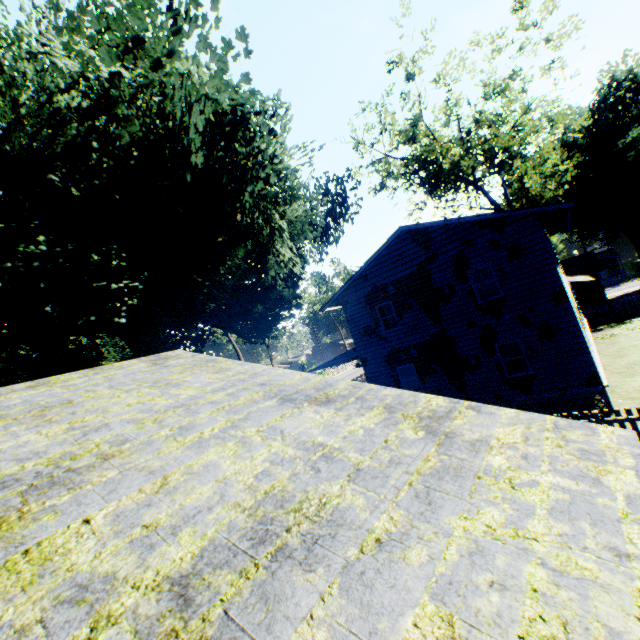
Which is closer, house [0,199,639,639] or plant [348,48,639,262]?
house [0,199,639,639]

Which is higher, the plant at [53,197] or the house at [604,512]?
the plant at [53,197]

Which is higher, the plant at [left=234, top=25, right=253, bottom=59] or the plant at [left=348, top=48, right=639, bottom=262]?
the plant at [left=234, top=25, right=253, bottom=59]

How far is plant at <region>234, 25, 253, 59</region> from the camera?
11.96m

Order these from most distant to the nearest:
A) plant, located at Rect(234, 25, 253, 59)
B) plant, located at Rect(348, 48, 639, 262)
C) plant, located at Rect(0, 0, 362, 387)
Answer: plant, located at Rect(348, 48, 639, 262) → plant, located at Rect(234, 25, 253, 59) → plant, located at Rect(0, 0, 362, 387)

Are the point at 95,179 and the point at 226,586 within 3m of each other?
no

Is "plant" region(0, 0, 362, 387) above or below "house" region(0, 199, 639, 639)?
above

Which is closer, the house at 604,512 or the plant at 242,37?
the house at 604,512
